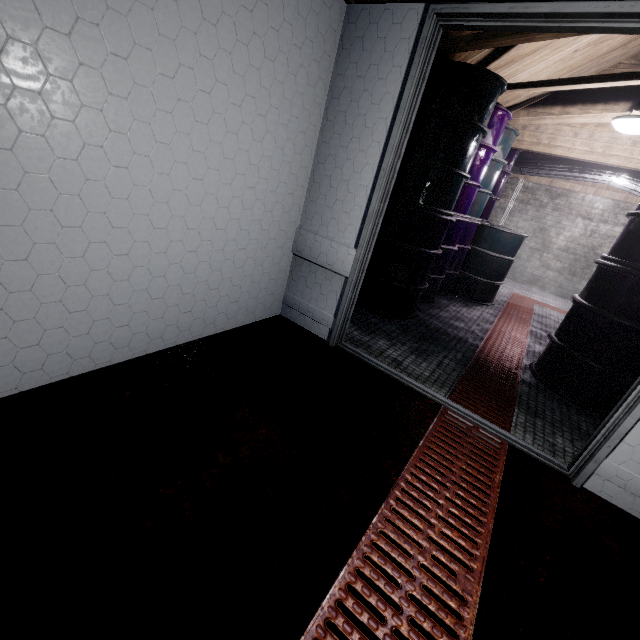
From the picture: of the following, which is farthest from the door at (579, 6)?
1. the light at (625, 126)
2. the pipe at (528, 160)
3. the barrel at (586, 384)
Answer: the pipe at (528, 160)

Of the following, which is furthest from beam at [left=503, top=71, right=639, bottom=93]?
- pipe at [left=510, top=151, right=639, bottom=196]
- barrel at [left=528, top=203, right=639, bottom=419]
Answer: pipe at [left=510, top=151, right=639, bottom=196]

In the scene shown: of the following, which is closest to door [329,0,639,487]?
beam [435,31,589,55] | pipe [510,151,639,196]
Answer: beam [435,31,589,55]

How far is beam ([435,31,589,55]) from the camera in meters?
2.0

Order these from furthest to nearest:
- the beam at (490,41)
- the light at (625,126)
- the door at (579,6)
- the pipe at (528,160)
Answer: the pipe at (528,160), the light at (625,126), the beam at (490,41), the door at (579,6)

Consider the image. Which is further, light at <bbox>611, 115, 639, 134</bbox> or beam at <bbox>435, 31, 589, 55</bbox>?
light at <bbox>611, 115, 639, 134</bbox>

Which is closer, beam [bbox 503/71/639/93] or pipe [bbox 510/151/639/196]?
beam [bbox 503/71/639/93]

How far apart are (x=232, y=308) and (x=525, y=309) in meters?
4.7
